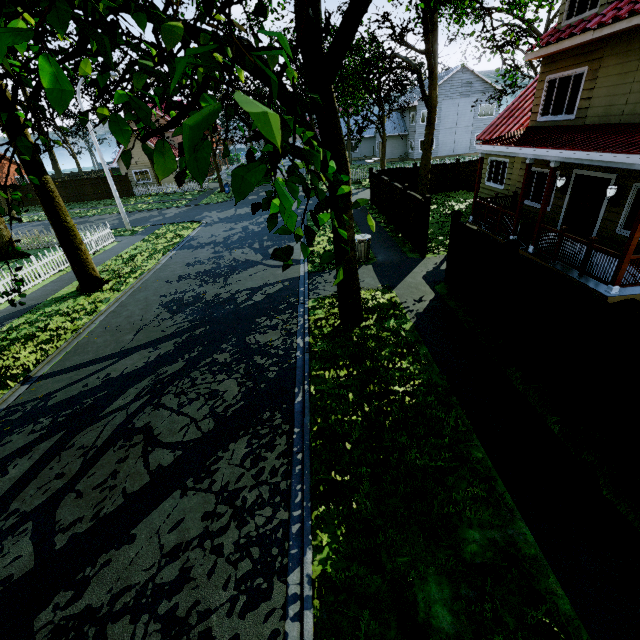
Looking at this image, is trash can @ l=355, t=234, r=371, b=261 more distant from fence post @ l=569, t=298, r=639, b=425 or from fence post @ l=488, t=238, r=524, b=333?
fence post @ l=569, t=298, r=639, b=425

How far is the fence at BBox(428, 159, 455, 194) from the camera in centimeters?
2120cm

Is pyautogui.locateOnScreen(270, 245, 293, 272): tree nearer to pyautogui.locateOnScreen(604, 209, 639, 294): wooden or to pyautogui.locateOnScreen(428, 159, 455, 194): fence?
pyautogui.locateOnScreen(428, 159, 455, 194): fence

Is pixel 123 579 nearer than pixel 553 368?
Yes

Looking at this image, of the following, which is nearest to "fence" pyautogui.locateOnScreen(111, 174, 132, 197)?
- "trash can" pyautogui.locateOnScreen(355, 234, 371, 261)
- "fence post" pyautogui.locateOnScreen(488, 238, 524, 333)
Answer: "fence post" pyautogui.locateOnScreen(488, 238, 524, 333)

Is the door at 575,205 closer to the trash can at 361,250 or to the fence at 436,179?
the fence at 436,179

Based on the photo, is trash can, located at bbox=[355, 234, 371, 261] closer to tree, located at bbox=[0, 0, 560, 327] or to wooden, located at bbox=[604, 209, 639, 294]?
tree, located at bbox=[0, 0, 560, 327]

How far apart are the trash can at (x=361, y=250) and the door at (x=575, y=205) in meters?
6.9 m
